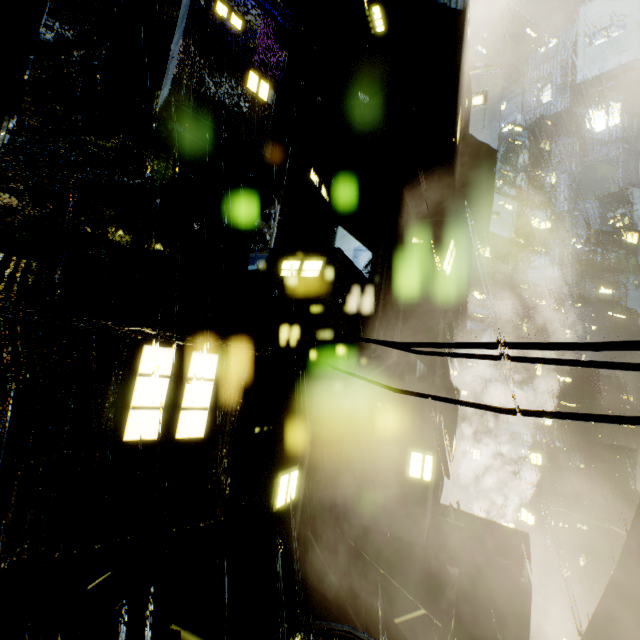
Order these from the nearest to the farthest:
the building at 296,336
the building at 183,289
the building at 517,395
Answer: the building at 183,289 → the building at 296,336 → the building at 517,395

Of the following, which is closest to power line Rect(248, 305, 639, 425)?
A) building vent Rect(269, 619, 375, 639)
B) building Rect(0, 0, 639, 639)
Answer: building Rect(0, 0, 639, 639)

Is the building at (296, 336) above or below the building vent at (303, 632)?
above

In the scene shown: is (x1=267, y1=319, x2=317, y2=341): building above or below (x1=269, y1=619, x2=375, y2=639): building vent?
above

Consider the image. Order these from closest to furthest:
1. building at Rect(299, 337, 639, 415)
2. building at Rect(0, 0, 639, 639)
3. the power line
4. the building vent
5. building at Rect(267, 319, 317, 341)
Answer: the power line, building at Rect(0, 0, 639, 639), the building vent, building at Rect(267, 319, 317, 341), building at Rect(299, 337, 639, 415)

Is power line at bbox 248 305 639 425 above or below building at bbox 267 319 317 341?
below

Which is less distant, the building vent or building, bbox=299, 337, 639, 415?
the building vent

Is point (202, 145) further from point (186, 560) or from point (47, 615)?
point (186, 560)
